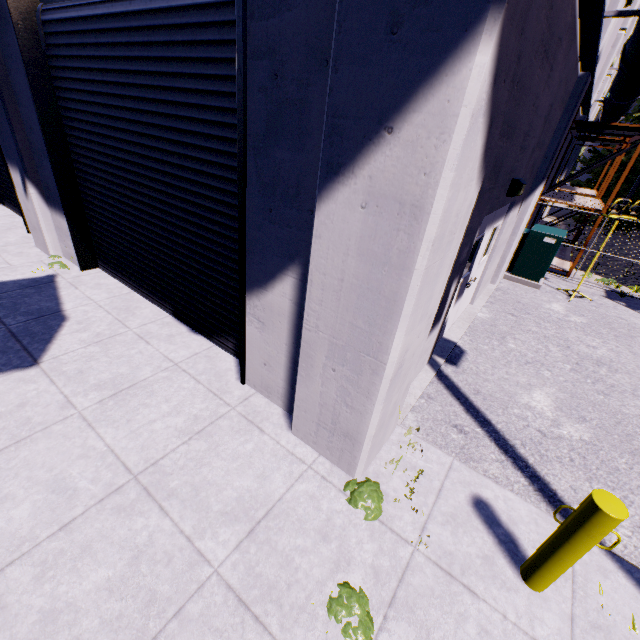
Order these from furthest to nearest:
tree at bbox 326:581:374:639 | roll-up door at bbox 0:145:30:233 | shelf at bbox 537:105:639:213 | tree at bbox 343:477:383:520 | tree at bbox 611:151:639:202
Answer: tree at bbox 611:151:639:202 < shelf at bbox 537:105:639:213 < roll-up door at bbox 0:145:30:233 < tree at bbox 343:477:383:520 < tree at bbox 326:581:374:639

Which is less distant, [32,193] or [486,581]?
[486,581]

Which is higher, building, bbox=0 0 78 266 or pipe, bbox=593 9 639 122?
pipe, bbox=593 9 639 122

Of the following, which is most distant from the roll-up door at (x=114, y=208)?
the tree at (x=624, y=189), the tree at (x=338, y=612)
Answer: the tree at (x=624, y=189)

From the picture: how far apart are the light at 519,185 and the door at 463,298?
0.2m

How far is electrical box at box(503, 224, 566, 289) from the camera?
9.12m

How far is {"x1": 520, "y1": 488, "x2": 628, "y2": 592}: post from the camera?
2.23m

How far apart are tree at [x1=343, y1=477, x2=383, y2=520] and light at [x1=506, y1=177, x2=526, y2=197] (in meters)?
4.91
